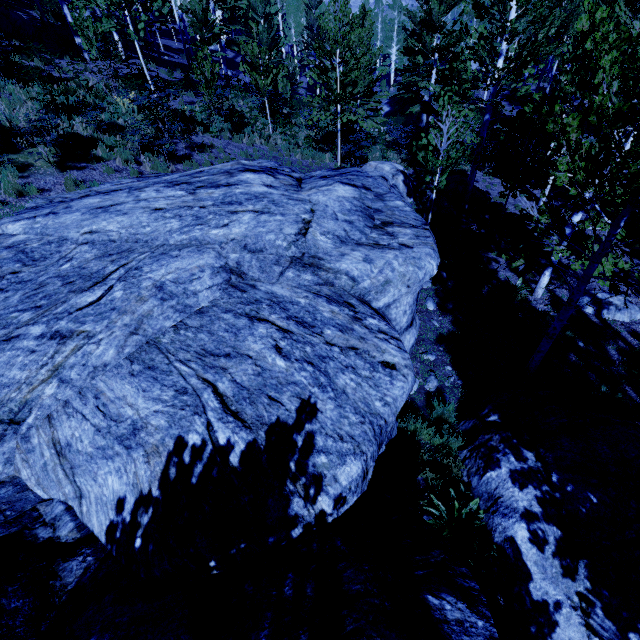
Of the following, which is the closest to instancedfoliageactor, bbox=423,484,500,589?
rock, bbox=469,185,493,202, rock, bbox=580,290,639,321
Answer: rock, bbox=469,185,493,202

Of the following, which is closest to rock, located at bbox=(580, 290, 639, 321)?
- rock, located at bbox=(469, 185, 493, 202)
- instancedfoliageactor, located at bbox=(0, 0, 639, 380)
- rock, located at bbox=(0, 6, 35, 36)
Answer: instancedfoliageactor, located at bbox=(0, 0, 639, 380)

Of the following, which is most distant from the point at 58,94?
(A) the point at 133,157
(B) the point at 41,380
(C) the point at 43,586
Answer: (C) the point at 43,586

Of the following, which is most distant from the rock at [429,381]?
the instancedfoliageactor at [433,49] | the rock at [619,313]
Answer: the rock at [619,313]

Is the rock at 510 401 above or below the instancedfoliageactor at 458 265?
above

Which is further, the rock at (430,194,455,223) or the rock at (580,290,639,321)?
the rock at (430,194,455,223)

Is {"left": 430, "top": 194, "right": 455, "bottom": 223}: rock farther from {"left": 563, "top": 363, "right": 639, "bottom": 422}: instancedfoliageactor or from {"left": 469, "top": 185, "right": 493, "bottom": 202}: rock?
{"left": 469, "top": 185, "right": 493, "bottom": 202}: rock

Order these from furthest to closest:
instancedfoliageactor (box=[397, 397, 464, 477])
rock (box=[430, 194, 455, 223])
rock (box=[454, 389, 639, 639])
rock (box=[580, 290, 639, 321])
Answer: rock (box=[430, 194, 455, 223]) → rock (box=[580, 290, 639, 321]) → instancedfoliageactor (box=[397, 397, 464, 477]) → rock (box=[454, 389, 639, 639])
